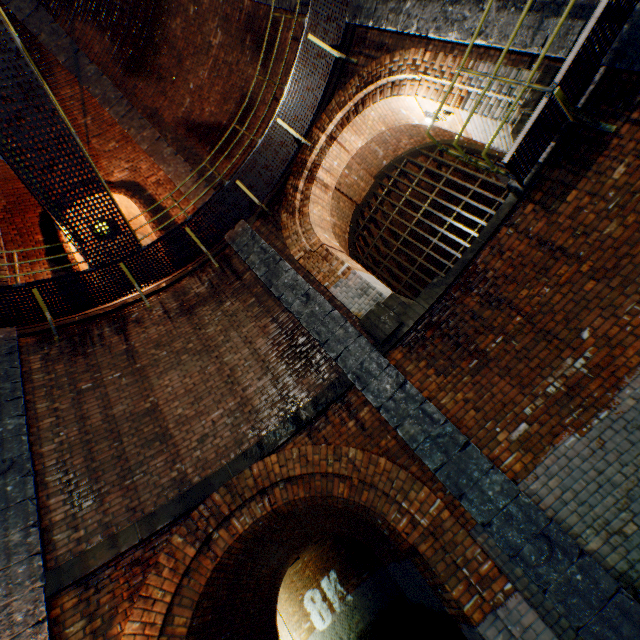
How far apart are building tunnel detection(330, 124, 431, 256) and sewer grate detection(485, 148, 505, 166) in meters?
0.0 m

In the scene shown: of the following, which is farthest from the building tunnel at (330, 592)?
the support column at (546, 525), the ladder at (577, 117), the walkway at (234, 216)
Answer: the ladder at (577, 117)

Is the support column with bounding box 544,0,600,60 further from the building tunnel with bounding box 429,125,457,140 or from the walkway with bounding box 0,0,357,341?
the building tunnel with bounding box 429,125,457,140

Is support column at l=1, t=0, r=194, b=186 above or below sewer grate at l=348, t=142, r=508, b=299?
above

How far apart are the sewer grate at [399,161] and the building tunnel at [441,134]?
0.0 meters

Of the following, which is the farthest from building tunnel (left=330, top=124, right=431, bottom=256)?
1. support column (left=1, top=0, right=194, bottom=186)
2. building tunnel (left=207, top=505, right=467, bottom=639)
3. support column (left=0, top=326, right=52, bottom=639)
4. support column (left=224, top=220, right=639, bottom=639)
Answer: support column (left=0, top=326, right=52, bottom=639)

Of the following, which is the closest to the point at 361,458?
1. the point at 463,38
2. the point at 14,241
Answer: the point at 463,38
